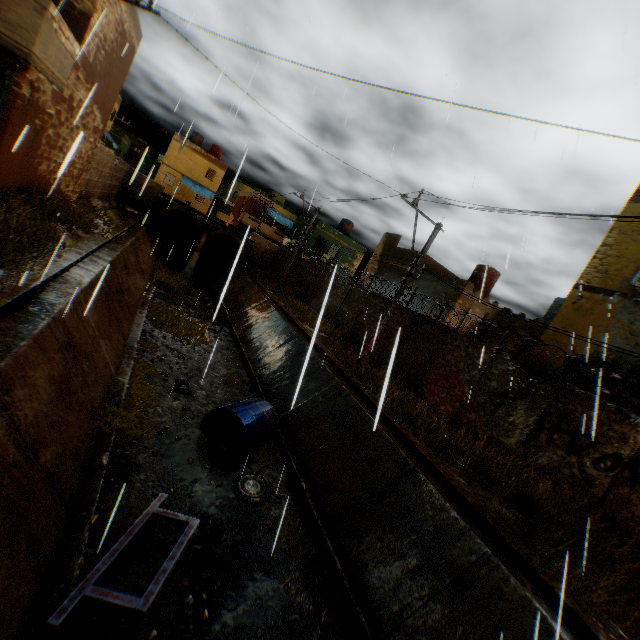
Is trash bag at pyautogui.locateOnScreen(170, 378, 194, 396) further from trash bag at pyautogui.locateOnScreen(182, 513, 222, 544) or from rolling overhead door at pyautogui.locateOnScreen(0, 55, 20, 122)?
rolling overhead door at pyautogui.locateOnScreen(0, 55, 20, 122)

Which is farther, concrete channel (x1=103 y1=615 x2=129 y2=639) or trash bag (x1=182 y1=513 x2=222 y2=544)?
trash bag (x1=182 y1=513 x2=222 y2=544)

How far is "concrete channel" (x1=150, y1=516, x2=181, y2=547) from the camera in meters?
5.7

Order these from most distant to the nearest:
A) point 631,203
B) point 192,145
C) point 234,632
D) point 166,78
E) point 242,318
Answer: point 192,145 < point 242,318 < point 166,78 < point 631,203 < point 234,632

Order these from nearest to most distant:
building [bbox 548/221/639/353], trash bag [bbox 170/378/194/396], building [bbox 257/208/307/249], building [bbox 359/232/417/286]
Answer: building [bbox 548/221/639/353], trash bag [bbox 170/378/194/396], building [bbox 359/232/417/286], building [bbox 257/208/307/249]

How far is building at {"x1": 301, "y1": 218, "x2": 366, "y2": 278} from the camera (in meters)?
34.50

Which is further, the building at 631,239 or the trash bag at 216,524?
the building at 631,239

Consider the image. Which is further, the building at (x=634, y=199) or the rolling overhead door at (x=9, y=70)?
the building at (x=634, y=199)
